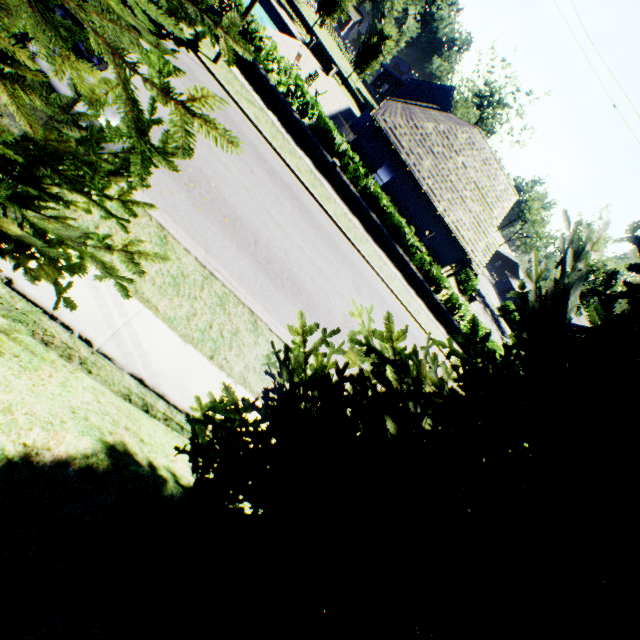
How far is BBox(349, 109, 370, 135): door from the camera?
29.30m

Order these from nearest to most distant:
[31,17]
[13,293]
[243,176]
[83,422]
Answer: [31,17] → [83,422] → [13,293] → [243,176]

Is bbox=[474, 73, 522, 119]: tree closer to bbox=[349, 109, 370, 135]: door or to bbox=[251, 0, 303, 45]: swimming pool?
bbox=[251, 0, 303, 45]: swimming pool

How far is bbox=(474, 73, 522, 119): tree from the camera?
55.3m

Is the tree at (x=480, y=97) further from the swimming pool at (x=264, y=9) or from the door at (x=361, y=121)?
the door at (x=361, y=121)

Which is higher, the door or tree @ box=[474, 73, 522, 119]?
tree @ box=[474, 73, 522, 119]

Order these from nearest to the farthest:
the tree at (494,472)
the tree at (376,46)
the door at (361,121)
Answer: the tree at (494,472) → the door at (361,121) → the tree at (376,46)
